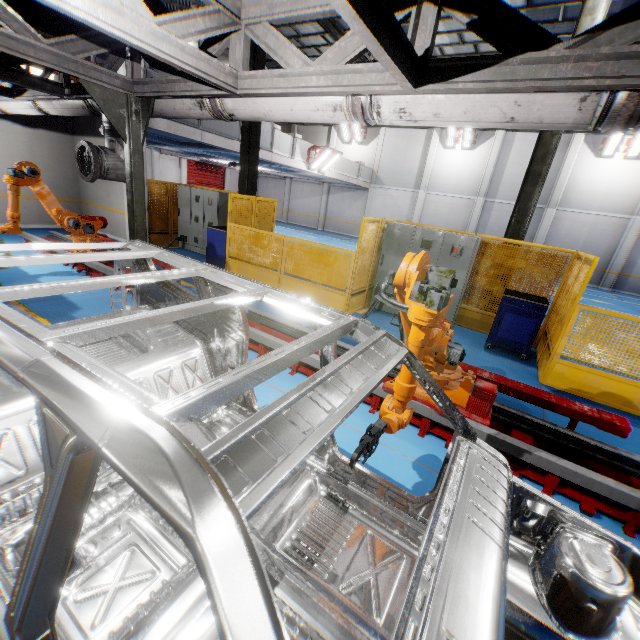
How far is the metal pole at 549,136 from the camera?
7.08m

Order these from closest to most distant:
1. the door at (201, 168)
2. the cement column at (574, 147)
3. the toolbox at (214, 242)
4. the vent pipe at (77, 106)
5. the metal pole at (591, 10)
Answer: the vent pipe at (77, 106) → the metal pole at (591, 10) → the toolbox at (214, 242) → the cement column at (574, 147) → the door at (201, 168)

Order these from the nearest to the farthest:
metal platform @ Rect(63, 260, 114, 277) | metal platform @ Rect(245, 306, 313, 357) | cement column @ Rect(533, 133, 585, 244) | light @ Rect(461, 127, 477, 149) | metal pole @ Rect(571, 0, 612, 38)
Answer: metal platform @ Rect(245, 306, 313, 357) → metal pole @ Rect(571, 0, 612, 38) → metal platform @ Rect(63, 260, 114, 277) → cement column @ Rect(533, 133, 585, 244) → light @ Rect(461, 127, 477, 149)

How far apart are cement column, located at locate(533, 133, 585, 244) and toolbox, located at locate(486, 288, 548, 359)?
16.2m

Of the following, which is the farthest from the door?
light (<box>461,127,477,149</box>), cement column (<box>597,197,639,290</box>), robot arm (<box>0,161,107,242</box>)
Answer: cement column (<box>597,197,639,290</box>)

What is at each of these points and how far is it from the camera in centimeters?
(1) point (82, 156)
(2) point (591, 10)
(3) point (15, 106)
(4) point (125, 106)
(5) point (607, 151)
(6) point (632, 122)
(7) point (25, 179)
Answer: (1) pipe cover, 509cm
(2) metal pole, 631cm
(3) vent pipe, 671cm
(4) metal pole, 441cm
(5) light, 1730cm
(6) vent pipe, 221cm
(7) robot arm, 656cm

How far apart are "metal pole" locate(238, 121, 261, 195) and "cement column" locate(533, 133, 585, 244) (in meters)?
17.78

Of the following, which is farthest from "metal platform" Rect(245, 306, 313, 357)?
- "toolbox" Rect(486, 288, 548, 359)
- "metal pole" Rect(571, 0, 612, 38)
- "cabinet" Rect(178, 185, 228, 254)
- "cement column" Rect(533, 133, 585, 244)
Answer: Answer: "cement column" Rect(533, 133, 585, 244)
